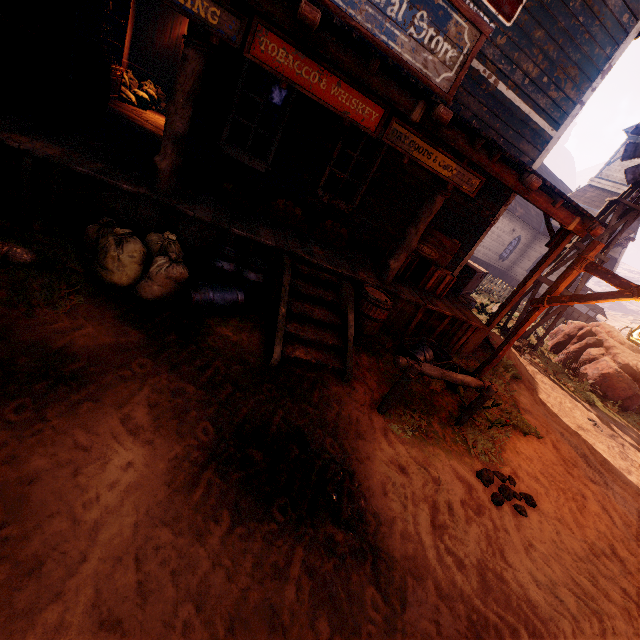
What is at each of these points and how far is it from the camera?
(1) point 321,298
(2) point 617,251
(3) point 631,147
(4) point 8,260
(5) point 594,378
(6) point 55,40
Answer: (1) building, 5.20m
(2) building, 24.41m
(3) windmill, 9.14m
(4) horse pole, 2.50m
(5) instancedfoliageactor, 10.92m
(6) bp, 4.56m

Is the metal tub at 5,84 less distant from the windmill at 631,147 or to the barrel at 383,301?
the barrel at 383,301

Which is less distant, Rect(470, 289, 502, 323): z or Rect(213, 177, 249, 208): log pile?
Rect(213, 177, 249, 208): log pile

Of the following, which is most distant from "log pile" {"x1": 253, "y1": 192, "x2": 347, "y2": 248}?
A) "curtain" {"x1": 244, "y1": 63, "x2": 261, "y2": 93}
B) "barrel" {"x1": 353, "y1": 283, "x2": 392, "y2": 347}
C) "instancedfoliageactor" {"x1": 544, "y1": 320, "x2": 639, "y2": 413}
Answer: "instancedfoliageactor" {"x1": 544, "y1": 320, "x2": 639, "y2": 413}

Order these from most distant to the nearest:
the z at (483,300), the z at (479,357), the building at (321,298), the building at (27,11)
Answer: the z at (483,300) < the z at (479,357) < the building at (27,11) < the building at (321,298)

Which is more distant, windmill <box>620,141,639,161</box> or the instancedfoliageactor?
the instancedfoliageactor

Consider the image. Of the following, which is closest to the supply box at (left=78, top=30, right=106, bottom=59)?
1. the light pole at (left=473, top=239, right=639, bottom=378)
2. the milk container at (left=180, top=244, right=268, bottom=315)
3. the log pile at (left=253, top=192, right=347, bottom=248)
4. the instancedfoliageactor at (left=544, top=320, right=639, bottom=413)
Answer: the log pile at (left=253, top=192, right=347, bottom=248)

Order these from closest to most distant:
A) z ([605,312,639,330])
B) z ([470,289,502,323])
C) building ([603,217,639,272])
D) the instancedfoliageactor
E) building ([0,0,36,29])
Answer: building ([0,0,36,29])
the instancedfoliageactor
z ([470,289,502,323])
building ([603,217,639,272])
z ([605,312,639,330])
